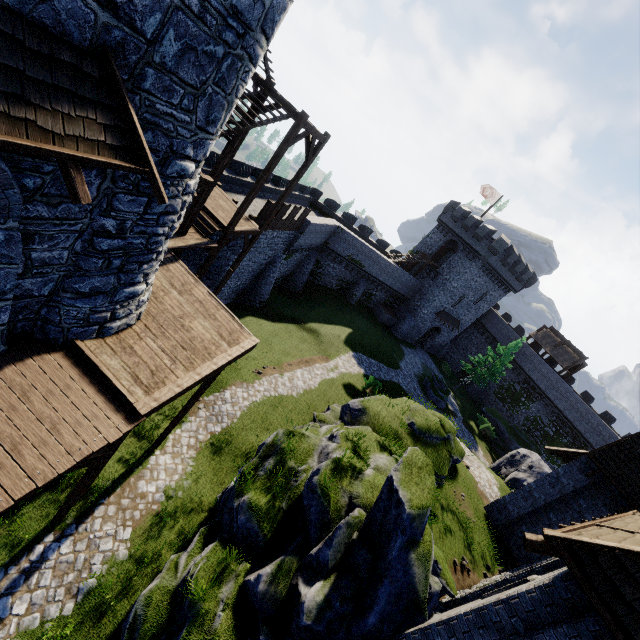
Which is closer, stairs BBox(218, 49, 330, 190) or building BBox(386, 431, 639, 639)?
building BBox(386, 431, 639, 639)

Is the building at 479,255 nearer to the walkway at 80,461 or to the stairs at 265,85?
the stairs at 265,85

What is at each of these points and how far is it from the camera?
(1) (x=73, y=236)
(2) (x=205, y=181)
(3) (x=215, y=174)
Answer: (1) building, 5.79m
(2) wooden platform, 9.68m
(3) wooden post, 12.09m

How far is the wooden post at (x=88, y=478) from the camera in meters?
7.5

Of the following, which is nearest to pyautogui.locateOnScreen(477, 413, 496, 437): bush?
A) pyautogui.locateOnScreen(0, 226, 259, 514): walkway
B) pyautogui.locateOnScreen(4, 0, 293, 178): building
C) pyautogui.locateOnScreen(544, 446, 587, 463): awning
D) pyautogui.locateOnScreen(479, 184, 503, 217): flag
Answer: pyautogui.locateOnScreen(544, 446, 587, 463): awning

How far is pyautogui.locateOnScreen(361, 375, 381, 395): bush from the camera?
26.0 meters

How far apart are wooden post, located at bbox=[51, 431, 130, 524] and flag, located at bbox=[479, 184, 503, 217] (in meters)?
44.06

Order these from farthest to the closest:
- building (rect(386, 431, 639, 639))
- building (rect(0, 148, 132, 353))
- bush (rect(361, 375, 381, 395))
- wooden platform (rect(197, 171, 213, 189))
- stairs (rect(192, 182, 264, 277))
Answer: bush (rect(361, 375, 381, 395)) → stairs (rect(192, 182, 264, 277)) → wooden platform (rect(197, 171, 213, 189)) → building (rect(386, 431, 639, 639)) → building (rect(0, 148, 132, 353))
